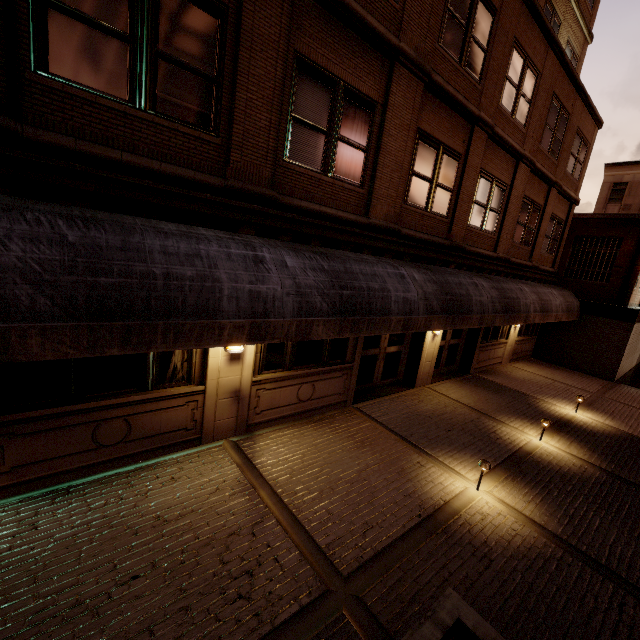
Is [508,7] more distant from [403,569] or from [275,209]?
[403,569]

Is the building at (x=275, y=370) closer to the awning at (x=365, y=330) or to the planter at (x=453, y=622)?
the awning at (x=365, y=330)

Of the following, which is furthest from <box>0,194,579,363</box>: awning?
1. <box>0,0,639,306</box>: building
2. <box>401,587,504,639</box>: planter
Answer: <box>401,587,504,639</box>: planter

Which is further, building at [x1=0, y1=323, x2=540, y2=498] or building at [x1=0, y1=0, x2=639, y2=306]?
building at [x1=0, y1=323, x2=540, y2=498]

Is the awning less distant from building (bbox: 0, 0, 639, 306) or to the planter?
building (bbox: 0, 0, 639, 306)

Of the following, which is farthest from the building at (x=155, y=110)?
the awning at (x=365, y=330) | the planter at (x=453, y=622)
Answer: the planter at (x=453, y=622)
